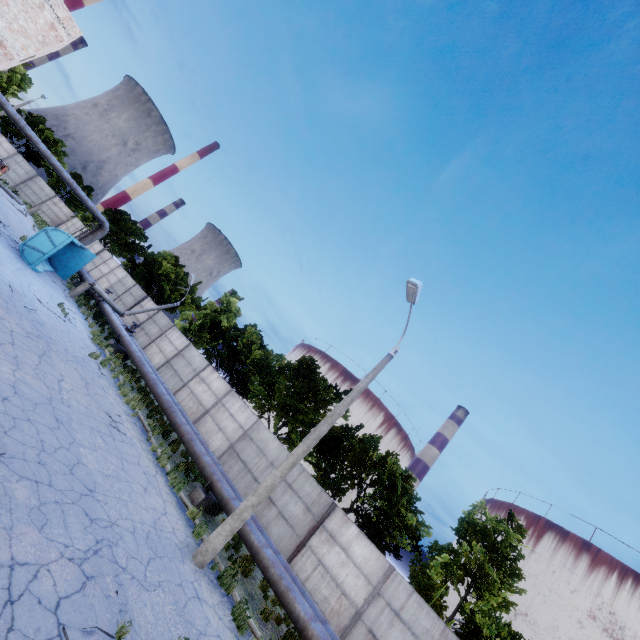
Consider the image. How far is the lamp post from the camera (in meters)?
8.93

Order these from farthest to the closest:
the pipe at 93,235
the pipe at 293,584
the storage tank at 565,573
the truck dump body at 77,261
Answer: the storage tank at 565,573 → the truck dump body at 77,261 → the pipe at 93,235 → the pipe at 293,584

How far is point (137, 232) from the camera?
45.09m

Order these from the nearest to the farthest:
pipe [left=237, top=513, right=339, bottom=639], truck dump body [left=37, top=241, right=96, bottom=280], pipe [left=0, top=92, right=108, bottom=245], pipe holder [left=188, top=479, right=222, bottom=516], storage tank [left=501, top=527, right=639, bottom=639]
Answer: pipe [left=237, top=513, right=339, bottom=639] < pipe holder [left=188, top=479, right=222, bottom=516] < pipe [left=0, top=92, right=108, bottom=245] < truck dump body [left=37, top=241, right=96, bottom=280] < storage tank [left=501, top=527, right=639, bottom=639]

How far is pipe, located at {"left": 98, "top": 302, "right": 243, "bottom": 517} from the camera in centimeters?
1190cm

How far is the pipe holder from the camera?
11.84m

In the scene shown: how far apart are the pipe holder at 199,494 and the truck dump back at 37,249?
16.2m

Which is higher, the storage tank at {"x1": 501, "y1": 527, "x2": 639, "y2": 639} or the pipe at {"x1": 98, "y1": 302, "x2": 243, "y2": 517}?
the storage tank at {"x1": 501, "y1": 527, "x2": 639, "y2": 639}
